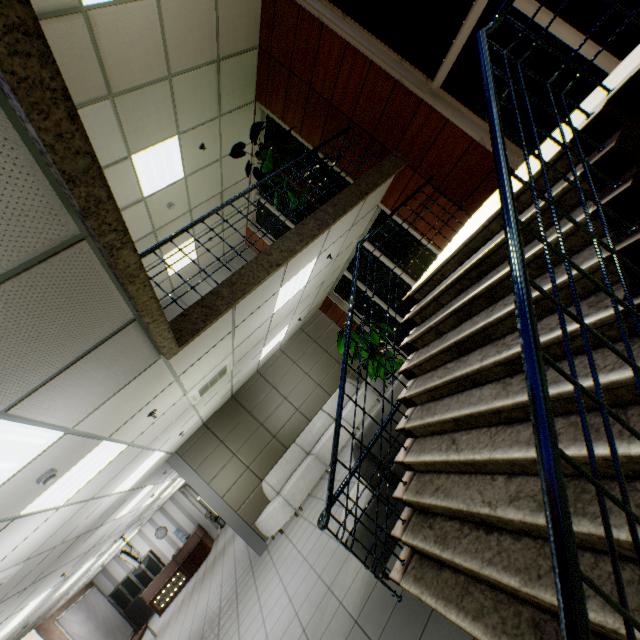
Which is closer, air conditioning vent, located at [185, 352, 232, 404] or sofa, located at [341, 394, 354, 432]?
air conditioning vent, located at [185, 352, 232, 404]

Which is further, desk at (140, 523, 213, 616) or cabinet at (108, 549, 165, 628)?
cabinet at (108, 549, 165, 628)

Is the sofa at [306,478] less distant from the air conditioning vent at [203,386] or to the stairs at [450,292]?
the air conditioning vent at [203,386]

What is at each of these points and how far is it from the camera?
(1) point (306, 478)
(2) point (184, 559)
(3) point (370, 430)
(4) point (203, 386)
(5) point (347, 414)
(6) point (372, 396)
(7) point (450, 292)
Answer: (1) sofa, 7.9m
(2) desk, 14.1m
(3) sofa, 3.9m
(4) air conditioning vent, 5.5m
(5) sofa, 8.8m
(6) sofa, 9.2m
(7) stairs, 3.4m

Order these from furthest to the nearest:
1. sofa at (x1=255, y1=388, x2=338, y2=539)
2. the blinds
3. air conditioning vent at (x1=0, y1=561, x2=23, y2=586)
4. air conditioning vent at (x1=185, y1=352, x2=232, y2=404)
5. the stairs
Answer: the blinds → sofa at (x1=255, y1=388, x2=338, y2=539) → air conditioning vent at (x1=185, y1=352, x2=232, y2=404) → air conditioning vent at (x1=0, y1=561, x2=23, y2=586) → the stairs

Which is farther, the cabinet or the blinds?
the cabinet

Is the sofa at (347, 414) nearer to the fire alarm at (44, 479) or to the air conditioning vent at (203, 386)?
the air conditioning vent at (203, 386)

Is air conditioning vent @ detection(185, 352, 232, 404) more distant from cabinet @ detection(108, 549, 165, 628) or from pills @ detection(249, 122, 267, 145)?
cabinet @ detection(108, 549, 165, 628)
